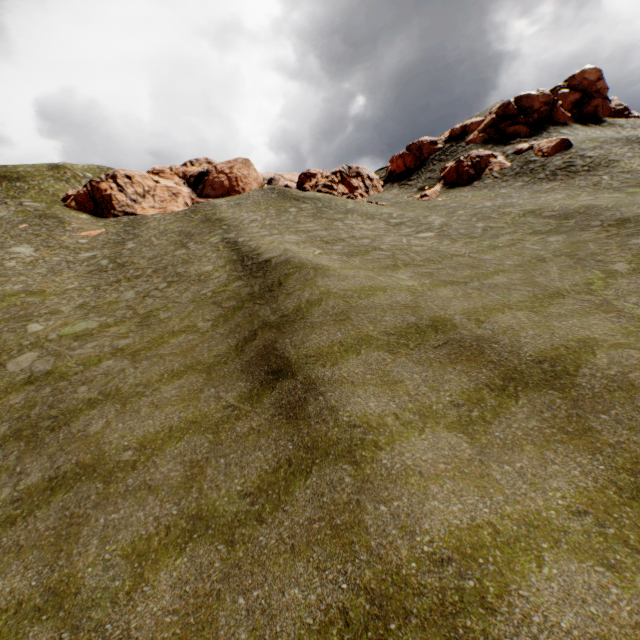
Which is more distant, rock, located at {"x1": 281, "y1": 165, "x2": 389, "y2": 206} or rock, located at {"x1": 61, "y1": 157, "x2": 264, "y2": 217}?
rock, located at {"x1": 61, "y1": 157, "x2": 264, "y2": 217}

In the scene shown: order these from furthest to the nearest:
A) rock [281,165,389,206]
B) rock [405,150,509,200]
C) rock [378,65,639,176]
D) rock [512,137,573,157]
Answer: rock [378,65,639,176]
rock [281,165,389,206]
rock [405,150,509,200]
rock [512,137,573,157]

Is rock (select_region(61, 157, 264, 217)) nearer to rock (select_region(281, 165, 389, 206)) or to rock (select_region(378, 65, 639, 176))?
rock (select_region(281, 165, 389, 206))

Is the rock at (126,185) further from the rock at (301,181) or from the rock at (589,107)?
the rock at (589,107)

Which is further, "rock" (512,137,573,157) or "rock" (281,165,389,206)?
"rock" (281,165,389,206)

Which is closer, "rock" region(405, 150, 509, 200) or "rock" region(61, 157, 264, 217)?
"rock" region(405, 150, 509, 200)

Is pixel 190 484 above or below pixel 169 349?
below

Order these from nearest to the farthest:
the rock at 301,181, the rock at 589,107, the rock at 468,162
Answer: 1. the rock at 468,162
2. the rock at 301,181
3. the rock at 589,107
